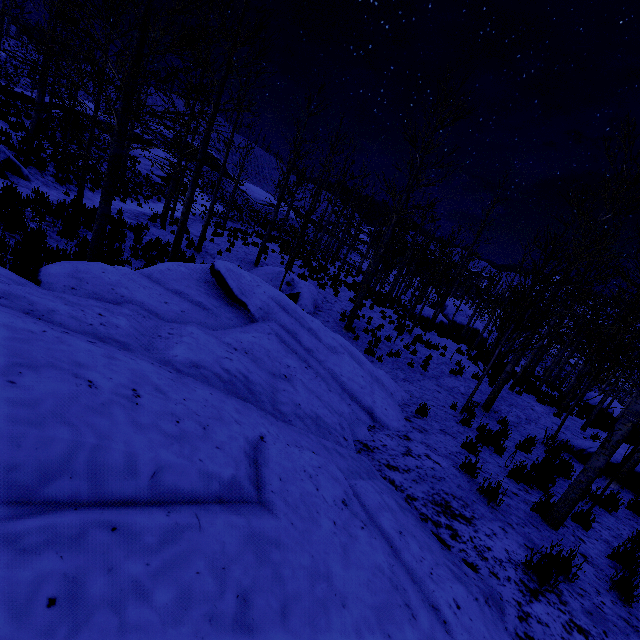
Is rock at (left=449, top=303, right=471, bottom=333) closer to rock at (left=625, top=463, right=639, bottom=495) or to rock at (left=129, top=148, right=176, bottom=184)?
rock at (left=625, top=463, right=639, bottom=495)

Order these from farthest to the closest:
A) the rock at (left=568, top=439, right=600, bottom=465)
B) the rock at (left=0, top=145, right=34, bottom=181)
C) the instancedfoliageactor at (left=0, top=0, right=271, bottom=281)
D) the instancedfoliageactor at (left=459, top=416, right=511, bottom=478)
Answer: the rock at (left=0, top=145, right=34, bottom=181), the rock at (left=568, top=439, right=600, bottom=465), the instancedfoliageactor at (left=0, top=0, right=271, bottom=281), the instancedfoliageactor at (left=459, top=416, right=511, bottom=478)

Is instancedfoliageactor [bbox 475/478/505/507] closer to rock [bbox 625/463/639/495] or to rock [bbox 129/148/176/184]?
rock [bbox 625/463/639/495]

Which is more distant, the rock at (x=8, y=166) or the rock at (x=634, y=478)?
the rock at (x=8, y=166)

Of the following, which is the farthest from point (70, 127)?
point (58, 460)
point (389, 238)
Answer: point (58, 460)

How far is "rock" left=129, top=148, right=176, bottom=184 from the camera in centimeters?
3450cm

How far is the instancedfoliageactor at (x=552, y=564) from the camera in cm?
287

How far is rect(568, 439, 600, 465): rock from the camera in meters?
8.7
